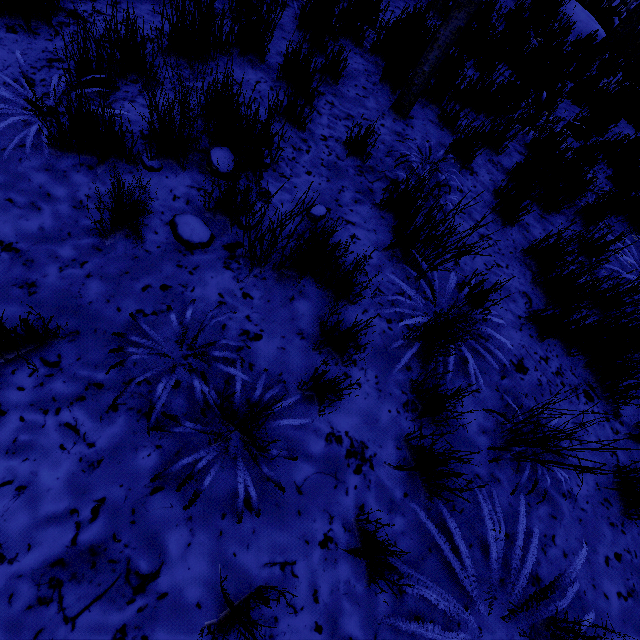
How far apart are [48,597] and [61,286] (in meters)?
1.33

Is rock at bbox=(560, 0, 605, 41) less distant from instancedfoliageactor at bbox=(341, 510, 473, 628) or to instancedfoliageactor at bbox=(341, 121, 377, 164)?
instancedfoliageactor at bbox=(341, 121, 377, 164)

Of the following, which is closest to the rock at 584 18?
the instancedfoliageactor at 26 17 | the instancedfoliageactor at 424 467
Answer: the instancedfoliageactor at 26 17

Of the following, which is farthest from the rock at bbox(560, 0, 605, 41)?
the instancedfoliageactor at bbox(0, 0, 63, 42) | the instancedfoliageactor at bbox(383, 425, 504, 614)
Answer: the instancedfoliageactor at bbox(383, 425, 504, 614)

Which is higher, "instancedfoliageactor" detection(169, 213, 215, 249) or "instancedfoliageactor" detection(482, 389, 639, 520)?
"instancedfoliageactor" detection(482, 389, 639, 520)

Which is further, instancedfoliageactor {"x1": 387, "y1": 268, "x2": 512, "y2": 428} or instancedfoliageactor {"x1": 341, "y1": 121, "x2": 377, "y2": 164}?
instancedfoliageactor {"x1": 341, "y1": 121, "x2": 377, "y2": 164}

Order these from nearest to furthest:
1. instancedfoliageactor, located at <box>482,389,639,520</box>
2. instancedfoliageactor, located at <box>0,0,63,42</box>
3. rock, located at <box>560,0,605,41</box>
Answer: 1. instancedfoliageactor, located at <box>482,389,639,520</box>
2. instancedfoliageactor, located at <box>0,0,63,42</box>
3. rock, located at <box>560,0,605,41</box>
